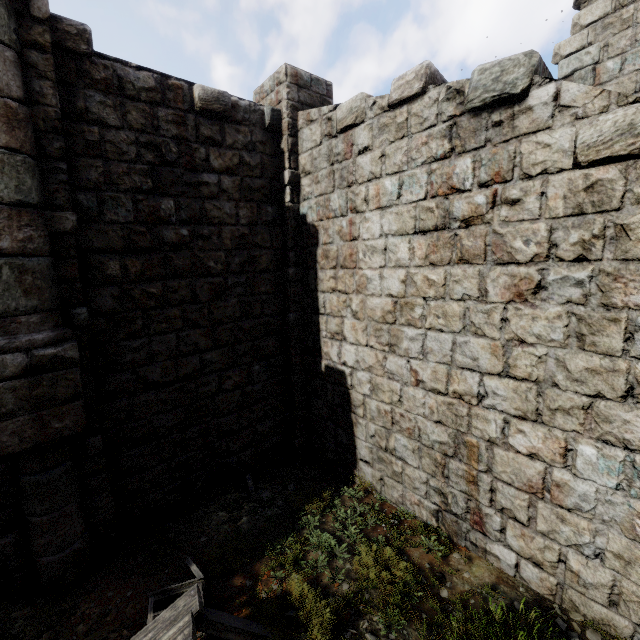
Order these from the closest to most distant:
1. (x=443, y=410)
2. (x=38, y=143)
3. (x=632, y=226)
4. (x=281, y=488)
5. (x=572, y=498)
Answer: (x=632, y=226)
(x=572, y=498)
(x=38, y=143)
(x=443, y=410)
(x=281, y=488)
